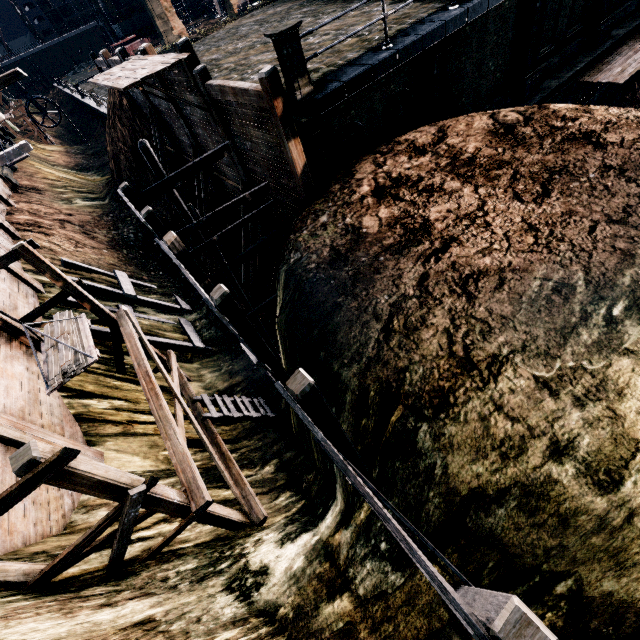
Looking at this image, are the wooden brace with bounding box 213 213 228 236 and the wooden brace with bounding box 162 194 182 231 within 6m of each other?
yes

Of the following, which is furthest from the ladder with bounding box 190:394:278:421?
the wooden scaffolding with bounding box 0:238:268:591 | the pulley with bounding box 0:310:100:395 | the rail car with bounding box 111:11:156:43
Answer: the rail car with bounding box 111:11:156:43

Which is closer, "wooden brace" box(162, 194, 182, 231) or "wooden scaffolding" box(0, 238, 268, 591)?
"wooden scaffolding" box(0, 238, 268, 591)

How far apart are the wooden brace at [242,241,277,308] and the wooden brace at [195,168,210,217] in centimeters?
483cm

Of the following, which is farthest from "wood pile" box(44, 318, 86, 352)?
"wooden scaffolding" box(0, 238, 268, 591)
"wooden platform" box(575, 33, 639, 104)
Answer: "wooden platform" box(575, 33, 639, 104)

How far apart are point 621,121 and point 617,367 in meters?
7.9

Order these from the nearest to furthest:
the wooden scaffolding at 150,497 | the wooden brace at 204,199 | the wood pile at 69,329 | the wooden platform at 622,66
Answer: the wooden scaffolding at 150,497 → the wood pile at 69,329 → the wooden platform at 622,66 → the wooden brace at 204,199

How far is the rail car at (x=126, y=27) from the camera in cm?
5556
